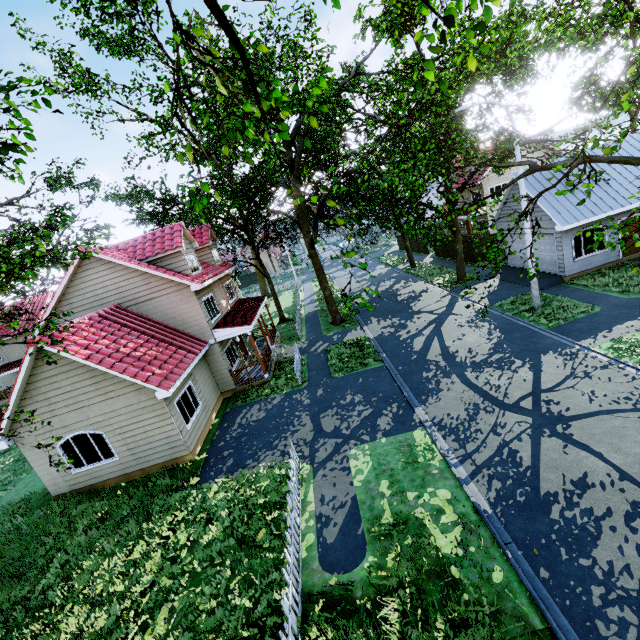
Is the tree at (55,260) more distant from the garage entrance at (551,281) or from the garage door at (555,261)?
the garage door at (555,261)

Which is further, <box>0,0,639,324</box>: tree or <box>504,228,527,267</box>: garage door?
<box>504,228,527,267</box>: garage door

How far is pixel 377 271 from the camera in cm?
3922

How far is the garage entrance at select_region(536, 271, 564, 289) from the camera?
18.4m

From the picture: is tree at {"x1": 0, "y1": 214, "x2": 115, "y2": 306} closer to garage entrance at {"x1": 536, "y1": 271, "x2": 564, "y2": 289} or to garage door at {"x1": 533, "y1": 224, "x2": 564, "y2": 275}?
garage entrance at {"x1": 536, "y1": 271, "x2": 564, "y2": 289}

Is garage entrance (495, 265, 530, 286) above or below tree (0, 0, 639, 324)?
below
